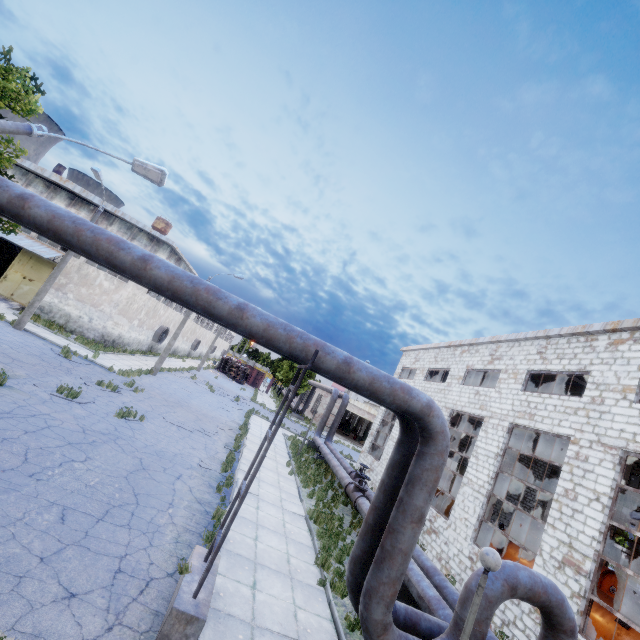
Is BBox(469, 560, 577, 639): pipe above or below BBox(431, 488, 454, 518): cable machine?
above

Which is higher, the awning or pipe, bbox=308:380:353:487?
the awning

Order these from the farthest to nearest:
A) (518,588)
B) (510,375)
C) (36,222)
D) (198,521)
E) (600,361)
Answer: (510,375)
(600,361)
(198,521)
(518,588)
(36,222)

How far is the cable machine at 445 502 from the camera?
19.8m

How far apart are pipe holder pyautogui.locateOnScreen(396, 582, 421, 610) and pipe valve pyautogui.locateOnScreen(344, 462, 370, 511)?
3.53m

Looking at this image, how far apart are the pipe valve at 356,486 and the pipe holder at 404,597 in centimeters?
353cm

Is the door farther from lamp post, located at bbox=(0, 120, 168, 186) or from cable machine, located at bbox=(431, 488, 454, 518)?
cable machine, located at bbox=(431, 488, 454, 518)

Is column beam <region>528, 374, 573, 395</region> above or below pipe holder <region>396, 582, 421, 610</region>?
above
